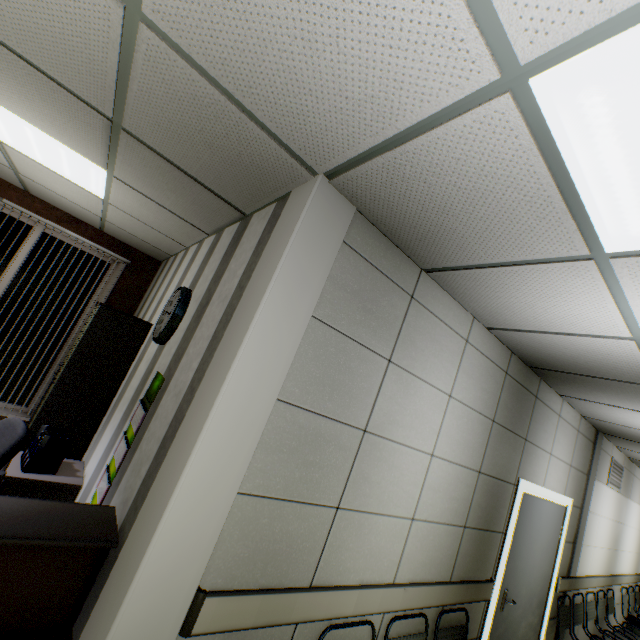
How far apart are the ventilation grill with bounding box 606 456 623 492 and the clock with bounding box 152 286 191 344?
7.17m

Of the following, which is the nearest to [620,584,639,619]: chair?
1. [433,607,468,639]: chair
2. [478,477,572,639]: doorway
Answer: [478,477,572,639]: doorway

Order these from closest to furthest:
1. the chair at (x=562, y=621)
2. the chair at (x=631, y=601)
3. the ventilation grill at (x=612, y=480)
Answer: the chair at (x=562, y=621)
the ventilation grill at (x=612, y=480)
the chair at (x=631, y=601)

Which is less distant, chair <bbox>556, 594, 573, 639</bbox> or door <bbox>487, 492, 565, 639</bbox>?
door <bbox>487, 492, 565, 639</bbox>

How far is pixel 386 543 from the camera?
2.3m

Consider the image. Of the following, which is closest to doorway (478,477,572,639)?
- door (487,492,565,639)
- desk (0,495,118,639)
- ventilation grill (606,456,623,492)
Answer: door (487,492,565,639)

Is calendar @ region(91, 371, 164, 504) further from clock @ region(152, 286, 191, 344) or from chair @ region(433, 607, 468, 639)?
chair @ region(433, 607, 468, 639)

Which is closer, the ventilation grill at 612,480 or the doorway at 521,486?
the doorway at 521,486
